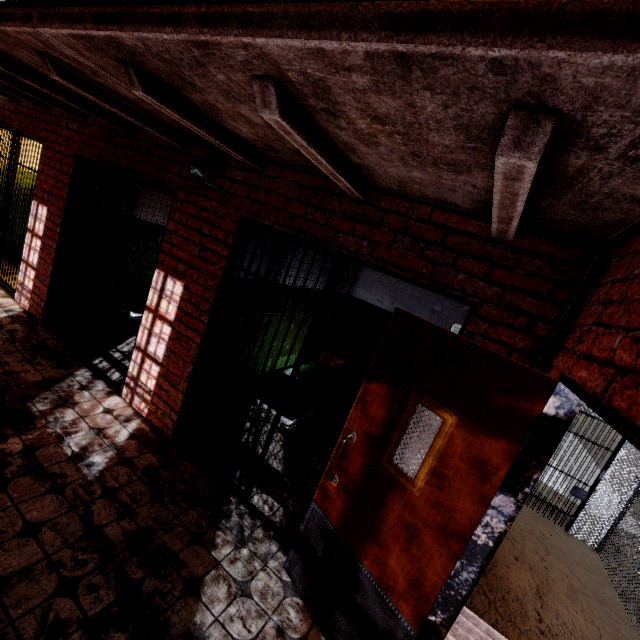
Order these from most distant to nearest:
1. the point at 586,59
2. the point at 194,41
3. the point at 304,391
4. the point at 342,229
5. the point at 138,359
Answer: the point at 304,391 < the point at 138,359 < the point at 342,229 < the point at 194,41 < the point at 586,59

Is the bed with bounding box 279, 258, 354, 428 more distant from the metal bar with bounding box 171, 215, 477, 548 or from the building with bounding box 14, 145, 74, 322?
the metal bar with bounding box 171, 215, 477, 548

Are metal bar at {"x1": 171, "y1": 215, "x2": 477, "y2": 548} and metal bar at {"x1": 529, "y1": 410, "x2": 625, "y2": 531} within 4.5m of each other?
no

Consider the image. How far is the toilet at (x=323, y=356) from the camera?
5.8 meters

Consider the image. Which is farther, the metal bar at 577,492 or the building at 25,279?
the metal bar at 577,492

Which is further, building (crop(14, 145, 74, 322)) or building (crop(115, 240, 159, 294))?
building (crop(115, 240, 159, 294))

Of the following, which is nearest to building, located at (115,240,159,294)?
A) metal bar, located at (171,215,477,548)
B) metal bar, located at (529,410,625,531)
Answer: metal bar, located at (171,215,477,548)

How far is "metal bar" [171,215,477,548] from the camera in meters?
2.5
